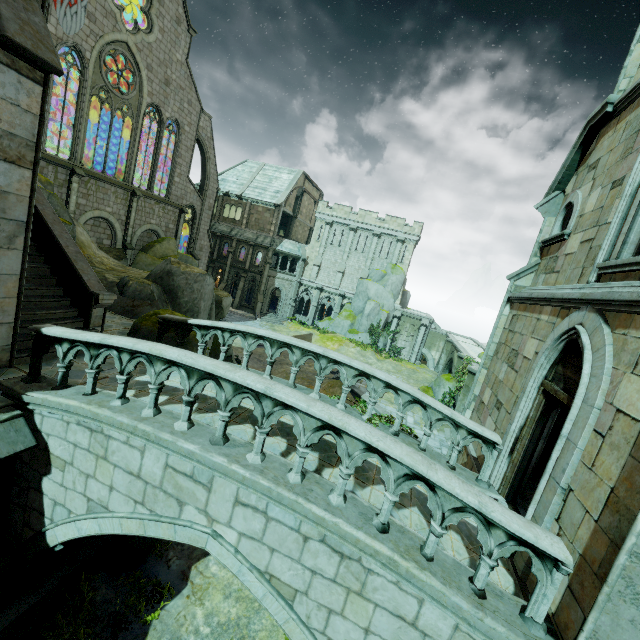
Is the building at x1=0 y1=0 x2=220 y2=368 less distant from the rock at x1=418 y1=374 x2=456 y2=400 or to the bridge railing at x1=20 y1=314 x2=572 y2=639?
the bridge railing at x1=20 y1=314 x2=572 y2=639

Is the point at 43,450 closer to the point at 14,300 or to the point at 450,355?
the point at 14,300

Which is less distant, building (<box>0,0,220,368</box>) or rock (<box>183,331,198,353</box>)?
building (<box>0,0,220,368</box>)

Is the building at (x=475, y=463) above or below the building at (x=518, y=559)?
below

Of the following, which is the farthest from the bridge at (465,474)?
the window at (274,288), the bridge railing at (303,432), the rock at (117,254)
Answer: the window at (274,288)

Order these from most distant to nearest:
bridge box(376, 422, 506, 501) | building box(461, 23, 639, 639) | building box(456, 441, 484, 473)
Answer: building box(456, 441, 484, 473)
bridge box(376, 422, 506, 501)
building box(461, 23, 639, 639)

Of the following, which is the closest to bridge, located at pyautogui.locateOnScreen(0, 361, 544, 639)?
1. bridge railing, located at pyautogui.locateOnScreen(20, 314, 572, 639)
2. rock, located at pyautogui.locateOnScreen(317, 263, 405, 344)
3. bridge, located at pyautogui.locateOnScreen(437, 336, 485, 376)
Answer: bridge railing, located at pyautogui.locateOnScreen(20, 314, 572, 639)

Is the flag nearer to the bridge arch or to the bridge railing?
the bridge railing
